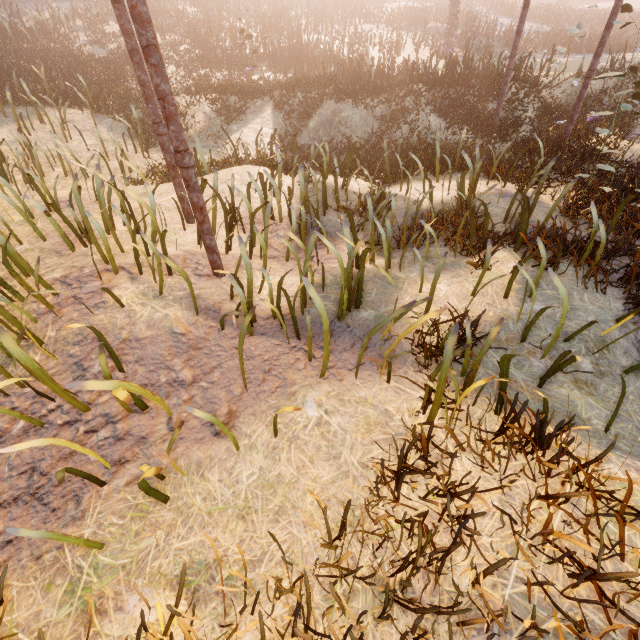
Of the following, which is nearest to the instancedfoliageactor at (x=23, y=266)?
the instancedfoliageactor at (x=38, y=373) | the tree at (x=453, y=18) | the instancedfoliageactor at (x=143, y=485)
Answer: the instancedfoliageactor at (x=38, y=373)

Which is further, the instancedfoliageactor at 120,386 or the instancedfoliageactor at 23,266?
the instancedfoliageactor at 23,266

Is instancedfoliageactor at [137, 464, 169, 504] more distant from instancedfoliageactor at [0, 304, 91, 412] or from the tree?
the tree

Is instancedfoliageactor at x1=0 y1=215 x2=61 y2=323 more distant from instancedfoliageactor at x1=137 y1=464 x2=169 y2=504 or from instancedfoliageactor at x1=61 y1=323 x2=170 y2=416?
instancedfoliageactor at x1=137 y1=464 x2=169 y2=504

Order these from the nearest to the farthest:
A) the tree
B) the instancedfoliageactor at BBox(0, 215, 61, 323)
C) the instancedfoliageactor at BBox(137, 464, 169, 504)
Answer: the instancedfoliageactor at BBox(137, 464, 169, 504)
the instancedfoliageactor at BBox(0, 215, 61, 323)
the tree

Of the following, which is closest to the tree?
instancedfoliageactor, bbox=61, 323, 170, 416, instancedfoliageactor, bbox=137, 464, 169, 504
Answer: instancedfoliageactor, bbox=61, 323, 170, 416

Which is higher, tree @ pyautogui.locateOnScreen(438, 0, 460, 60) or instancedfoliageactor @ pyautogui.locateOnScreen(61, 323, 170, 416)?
tree @ pyautogui.locateOnScreen(438, 0, 460, 60)

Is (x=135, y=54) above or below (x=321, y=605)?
above
